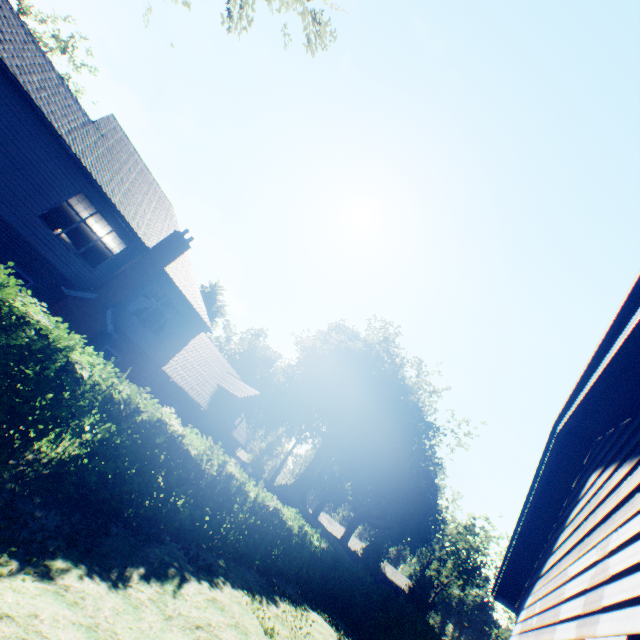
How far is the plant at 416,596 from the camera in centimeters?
4309cm

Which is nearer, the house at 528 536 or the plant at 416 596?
the house at 528 536

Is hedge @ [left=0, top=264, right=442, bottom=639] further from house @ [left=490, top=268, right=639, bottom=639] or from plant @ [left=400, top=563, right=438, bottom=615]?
plant @ [left=400, top=563, right=438, bottom=615]

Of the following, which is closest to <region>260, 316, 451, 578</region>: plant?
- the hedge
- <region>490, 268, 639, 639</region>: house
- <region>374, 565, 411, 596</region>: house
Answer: <region>374, 565, 411, 596</region>: house

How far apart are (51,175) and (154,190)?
7.0 meters

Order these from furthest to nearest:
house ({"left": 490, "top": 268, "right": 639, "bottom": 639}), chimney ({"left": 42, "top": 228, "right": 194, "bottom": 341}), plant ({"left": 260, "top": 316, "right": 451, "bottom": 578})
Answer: plant ({"left": 260, "top": 316, "right": 451, "bottom": 578}) → chimney ({"left": 42, "top": 228, "right": 194, "bottom": 341}) → house ({"left": 490, "top": 268, "right": 639, "bottom": 639})

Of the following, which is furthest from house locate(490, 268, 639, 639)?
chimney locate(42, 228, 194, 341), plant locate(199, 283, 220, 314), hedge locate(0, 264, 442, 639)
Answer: plant locate(199, 283, 220, 314)

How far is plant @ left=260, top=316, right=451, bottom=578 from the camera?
37.9 meters
